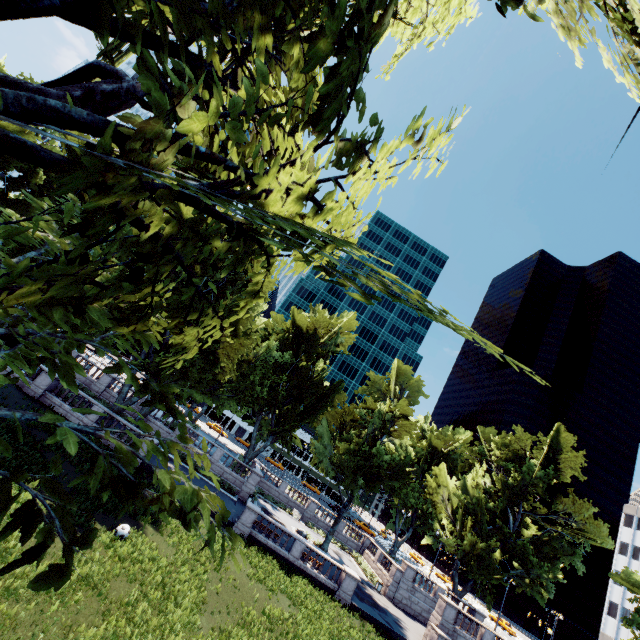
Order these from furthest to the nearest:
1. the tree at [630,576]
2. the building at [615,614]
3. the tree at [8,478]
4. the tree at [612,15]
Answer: the building at [615,614], the tree at [630,576], the tree at [612,15], the tree at [8,478]

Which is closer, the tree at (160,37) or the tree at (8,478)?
the tree at (8,478)

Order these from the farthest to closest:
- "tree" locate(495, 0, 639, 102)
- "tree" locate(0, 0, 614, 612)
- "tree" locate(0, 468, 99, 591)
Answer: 1. "tree" locate(495, 0, 639, 102)
2. "tree" locate(0, 0, 614, 612)
3. "tree" locate(0, 468, 99, 591)

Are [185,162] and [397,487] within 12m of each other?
no

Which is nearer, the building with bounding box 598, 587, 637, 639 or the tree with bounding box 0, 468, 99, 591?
the tree with bounding box 0, 468, 99, 591

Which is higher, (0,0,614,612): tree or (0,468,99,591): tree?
(0,0,614,612): tree

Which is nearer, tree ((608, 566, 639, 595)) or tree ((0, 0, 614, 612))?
tree ((0, 0, 614, 612))
